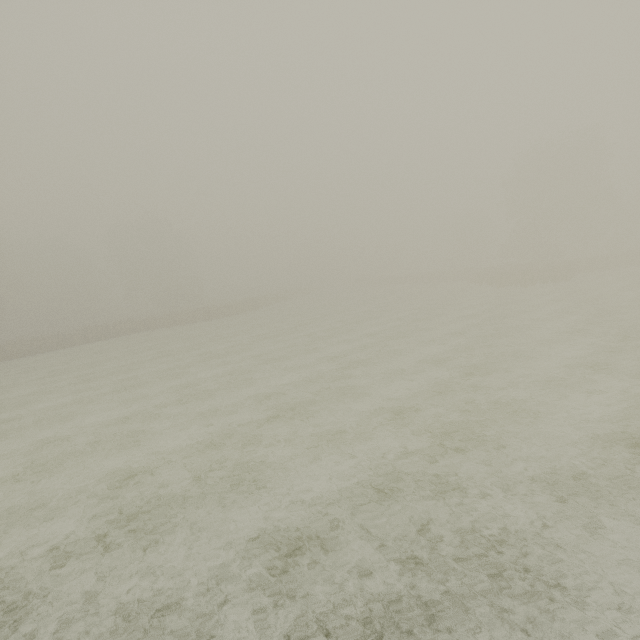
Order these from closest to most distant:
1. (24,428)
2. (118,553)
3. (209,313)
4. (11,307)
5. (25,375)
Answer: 1. (118,553)
2. (24,428)
3. (25,375)
4. (209,313)
5. (11,307)
